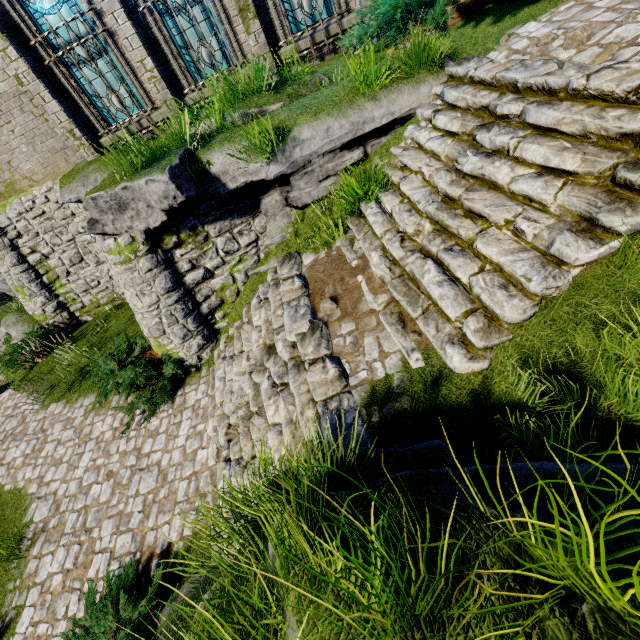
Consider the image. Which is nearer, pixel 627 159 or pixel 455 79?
pixel 627 159

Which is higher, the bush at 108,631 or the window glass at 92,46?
the window glass at 92,46

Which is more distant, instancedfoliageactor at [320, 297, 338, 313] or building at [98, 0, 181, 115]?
building at [98, 0, 181, 115]

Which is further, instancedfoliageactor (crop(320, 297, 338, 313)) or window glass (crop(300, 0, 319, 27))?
window glass (crop(300, 0, 319, 27))

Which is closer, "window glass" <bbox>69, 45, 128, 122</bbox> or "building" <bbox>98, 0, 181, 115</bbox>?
"building" <bbox>98, 0, 181, 115</bbox>

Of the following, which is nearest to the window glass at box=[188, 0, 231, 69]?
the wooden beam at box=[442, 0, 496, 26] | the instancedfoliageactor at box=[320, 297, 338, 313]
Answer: the wooden beam at box=[442, 0, 496, 26]

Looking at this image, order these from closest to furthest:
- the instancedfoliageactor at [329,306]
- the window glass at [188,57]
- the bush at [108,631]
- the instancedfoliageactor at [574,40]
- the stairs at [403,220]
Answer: the stairs at [403,220]
the instancedfoliageactor at [574,40]
the bush at [108,631]
the instancedfoliageactor at [329,306]
the window glass at [188,57]

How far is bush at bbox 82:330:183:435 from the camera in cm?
757
